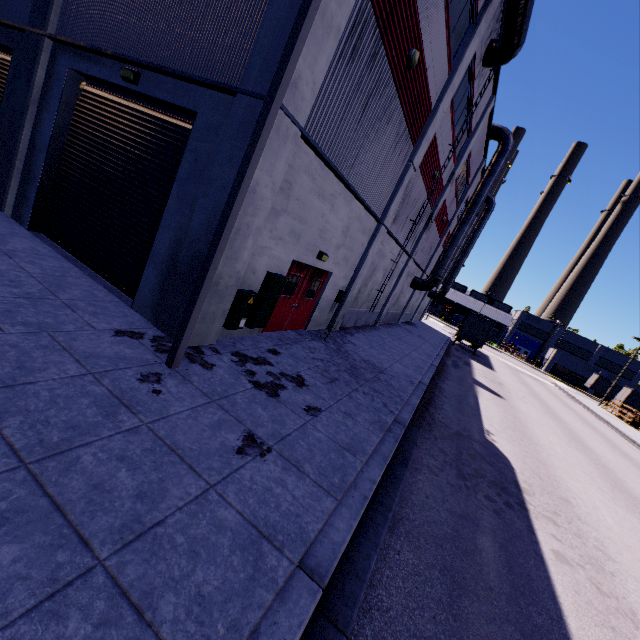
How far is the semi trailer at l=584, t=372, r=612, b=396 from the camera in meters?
55.2 m

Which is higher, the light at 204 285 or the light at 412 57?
the light at 412 57

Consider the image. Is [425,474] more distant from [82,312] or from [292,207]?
[82,312]

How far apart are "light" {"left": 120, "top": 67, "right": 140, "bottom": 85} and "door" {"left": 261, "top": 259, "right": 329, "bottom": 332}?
5.1 meters

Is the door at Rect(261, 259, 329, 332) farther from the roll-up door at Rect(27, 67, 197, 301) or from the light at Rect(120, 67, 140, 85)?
the light at Rect(120, 67, 140, 85)

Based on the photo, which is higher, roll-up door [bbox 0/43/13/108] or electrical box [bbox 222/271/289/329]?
roll-up door [bbox 0/43/13/108]

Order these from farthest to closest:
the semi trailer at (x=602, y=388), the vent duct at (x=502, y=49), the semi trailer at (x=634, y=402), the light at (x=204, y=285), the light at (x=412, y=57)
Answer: the semi trailer at (x=602, y=388) < the semi trailer at (x=634, y=402) < the vent duct at (x=502, y=49) < the light at (x=412, y=57) < the light at (x=204, y=285)
